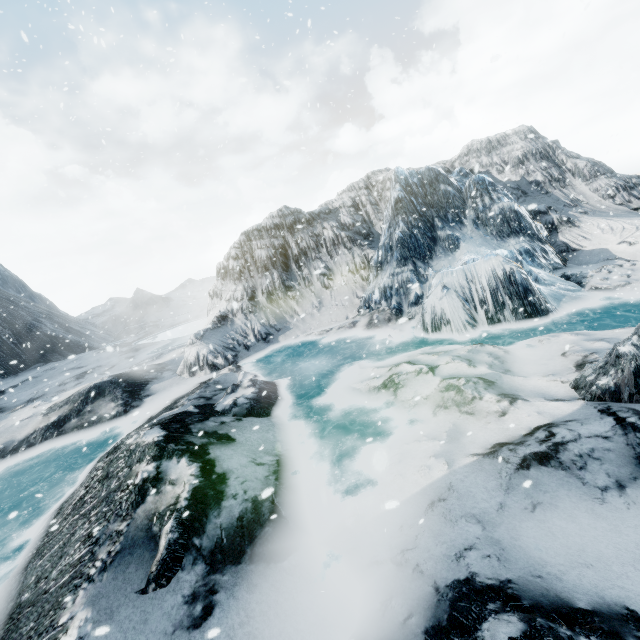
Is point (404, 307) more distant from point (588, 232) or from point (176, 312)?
point (176, 312)
